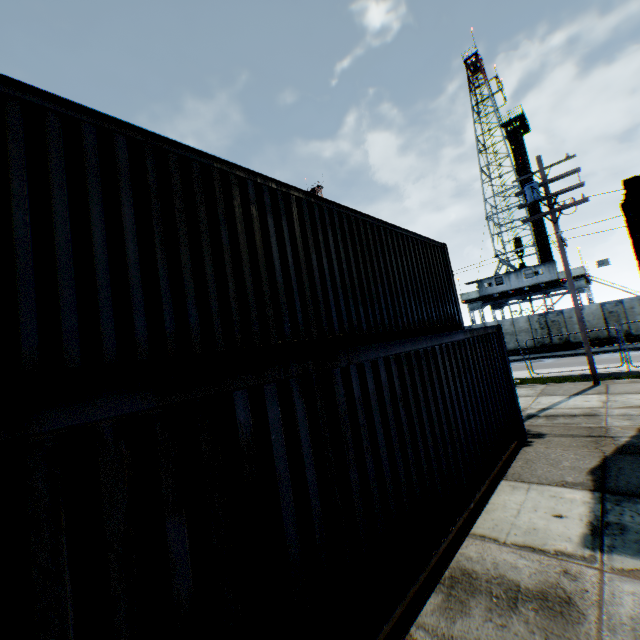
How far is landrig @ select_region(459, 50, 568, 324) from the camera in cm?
3162

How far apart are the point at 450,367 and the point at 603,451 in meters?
4.3

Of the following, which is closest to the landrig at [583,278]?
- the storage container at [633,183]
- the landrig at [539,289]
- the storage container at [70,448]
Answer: the landrig at [539,289]

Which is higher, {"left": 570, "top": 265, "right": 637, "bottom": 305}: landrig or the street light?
the street light

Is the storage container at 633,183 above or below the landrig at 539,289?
below

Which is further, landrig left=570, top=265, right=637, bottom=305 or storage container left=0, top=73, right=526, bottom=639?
landrig left=570, top=265, right=637, bottom=305

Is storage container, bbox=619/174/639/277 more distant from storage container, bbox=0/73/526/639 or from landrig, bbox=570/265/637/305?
landrig, bbox=570/265/637/305

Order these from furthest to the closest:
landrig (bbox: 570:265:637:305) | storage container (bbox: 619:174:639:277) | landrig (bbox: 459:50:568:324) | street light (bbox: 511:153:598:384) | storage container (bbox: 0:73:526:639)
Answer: landrig (bbox: 459:50:568:324), landrig (bbox: 570:265:637:305), street light (bbox: 511:153:598:384), storage container (bbox: 619:174:639:277), storage container (bbox: 0:73:526:639)
